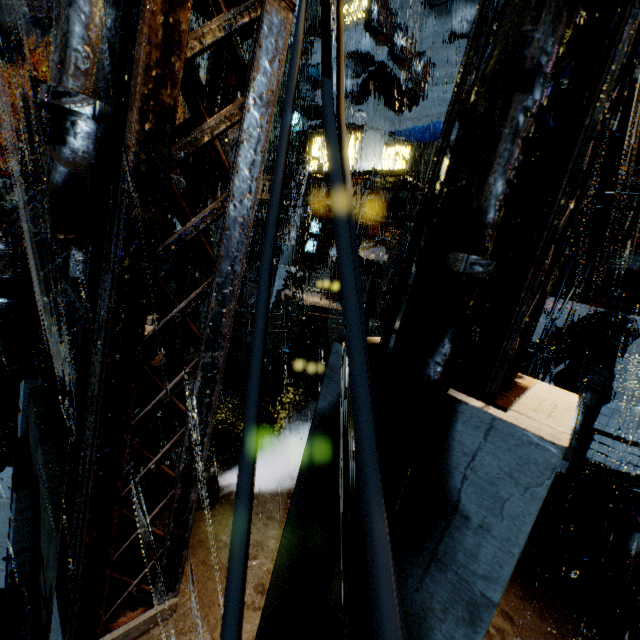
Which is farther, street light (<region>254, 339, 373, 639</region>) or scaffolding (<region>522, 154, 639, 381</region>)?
scaffolding (<region>522, 154, 639, 381</region>)

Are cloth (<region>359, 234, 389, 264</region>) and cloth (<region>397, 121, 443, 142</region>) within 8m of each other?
yes

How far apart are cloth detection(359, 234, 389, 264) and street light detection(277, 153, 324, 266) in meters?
8.9 m

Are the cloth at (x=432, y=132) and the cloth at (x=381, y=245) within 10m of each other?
yes

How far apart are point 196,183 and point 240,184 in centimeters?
60cm

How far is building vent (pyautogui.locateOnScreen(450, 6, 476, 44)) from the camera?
22.34m

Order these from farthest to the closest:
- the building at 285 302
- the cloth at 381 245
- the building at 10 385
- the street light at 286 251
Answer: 1. the cloth at 381 245
2. the street light at 286 251
3. the building at 285 302
4. the building at 10 385

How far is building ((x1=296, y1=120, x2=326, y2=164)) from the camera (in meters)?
27.30
